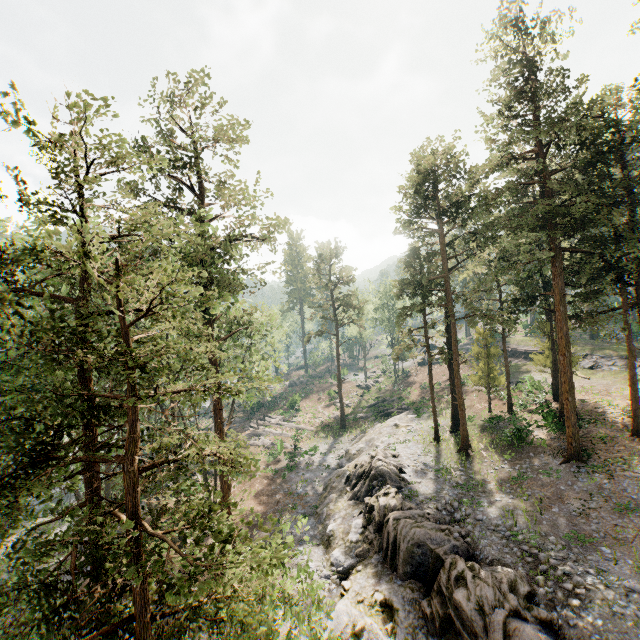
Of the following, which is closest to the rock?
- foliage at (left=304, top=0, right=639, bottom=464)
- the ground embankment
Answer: foliage at (left=304, top=0, right=639, bottom=464)

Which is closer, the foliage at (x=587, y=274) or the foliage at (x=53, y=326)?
the foliage at (x=53, y=326)

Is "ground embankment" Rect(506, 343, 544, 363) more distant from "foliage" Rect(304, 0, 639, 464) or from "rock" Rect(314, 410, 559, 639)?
"rock" Rect(314, 410, 559, 639)

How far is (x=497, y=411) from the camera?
32.2 meters

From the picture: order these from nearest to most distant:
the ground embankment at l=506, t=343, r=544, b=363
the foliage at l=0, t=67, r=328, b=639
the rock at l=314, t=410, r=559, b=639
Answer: the foliage at l=0, t=67, r=328, b=639, the rock at l=314, t=410, r=559, b=639, the ground embankment at l=506, t=343, r=544, b=363

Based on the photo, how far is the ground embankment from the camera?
45.7 meters

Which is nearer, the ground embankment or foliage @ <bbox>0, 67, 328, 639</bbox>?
foliage @ <bbox>0, 67, 328, 639</bbox>

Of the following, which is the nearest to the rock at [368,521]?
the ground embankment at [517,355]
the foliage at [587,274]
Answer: the foliage at [587,274]
